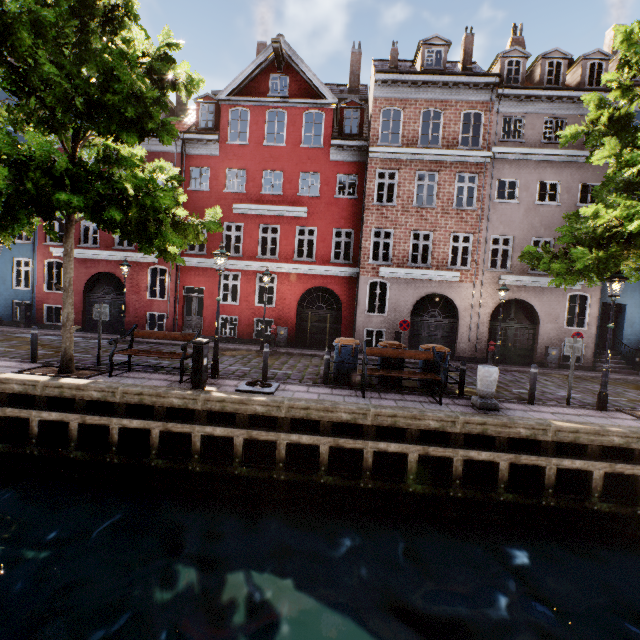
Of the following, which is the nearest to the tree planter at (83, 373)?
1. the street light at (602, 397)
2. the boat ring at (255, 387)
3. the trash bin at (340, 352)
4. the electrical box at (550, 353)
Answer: the boat ring at (255, 387)

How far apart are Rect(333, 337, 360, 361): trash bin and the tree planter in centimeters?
659cm

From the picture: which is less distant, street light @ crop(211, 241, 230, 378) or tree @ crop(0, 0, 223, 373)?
tree @ crop(0, 0, 223, 373)

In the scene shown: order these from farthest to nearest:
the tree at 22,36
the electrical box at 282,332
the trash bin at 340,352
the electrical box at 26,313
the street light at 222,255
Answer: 1. the electrical box at 26,313
2. the electrical box at 282,332
3. the trash bin at 340,352
4. the street light at 222,255
5. the tree at 22,36

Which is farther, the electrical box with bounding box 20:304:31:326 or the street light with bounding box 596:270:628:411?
the electrical box with bounding box 20:304:31:326

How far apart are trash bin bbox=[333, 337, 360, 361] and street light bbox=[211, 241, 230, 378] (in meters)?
3.44

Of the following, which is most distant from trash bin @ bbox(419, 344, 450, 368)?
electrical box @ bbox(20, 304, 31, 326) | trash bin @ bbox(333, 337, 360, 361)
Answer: electrical box @ bbox(20, 304, 31, 326)

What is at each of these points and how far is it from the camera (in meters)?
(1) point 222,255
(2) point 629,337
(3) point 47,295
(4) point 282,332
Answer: (1) street light, 9.16
(2) building, 16.36
(3) building, 18.03
(4) electrical box, 16.97
